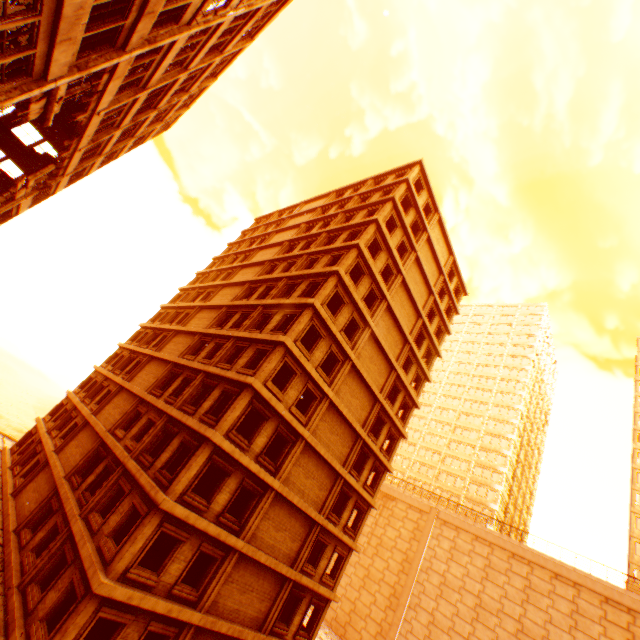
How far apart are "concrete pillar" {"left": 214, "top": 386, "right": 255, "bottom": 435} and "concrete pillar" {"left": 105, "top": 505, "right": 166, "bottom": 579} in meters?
3.5

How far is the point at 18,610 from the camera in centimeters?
1288cm

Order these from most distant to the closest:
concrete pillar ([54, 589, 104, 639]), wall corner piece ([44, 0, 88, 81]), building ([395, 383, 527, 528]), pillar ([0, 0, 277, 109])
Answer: building ([395, 383, 527, 528]), concrete pillar ([54, 589, 104, 639]), pillar ([0, 0, 277, 109]), wall corner piece ([44, 0, 88, 81])

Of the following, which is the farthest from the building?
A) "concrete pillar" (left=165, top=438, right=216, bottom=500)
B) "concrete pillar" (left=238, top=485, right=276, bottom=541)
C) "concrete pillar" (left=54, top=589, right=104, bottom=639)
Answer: "concrete pillar" (left=54, top=589, right=104, bottom=639)

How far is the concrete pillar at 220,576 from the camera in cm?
1468

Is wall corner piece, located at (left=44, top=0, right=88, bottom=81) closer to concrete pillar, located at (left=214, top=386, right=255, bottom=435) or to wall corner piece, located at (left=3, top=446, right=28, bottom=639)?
concrete pillar, located at (left=214, top=386, right=255, bottom=435)

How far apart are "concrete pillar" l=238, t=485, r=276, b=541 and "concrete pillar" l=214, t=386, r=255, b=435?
4.3 meters

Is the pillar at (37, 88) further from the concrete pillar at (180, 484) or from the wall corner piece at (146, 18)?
the concrete pillar at (180, 484)
